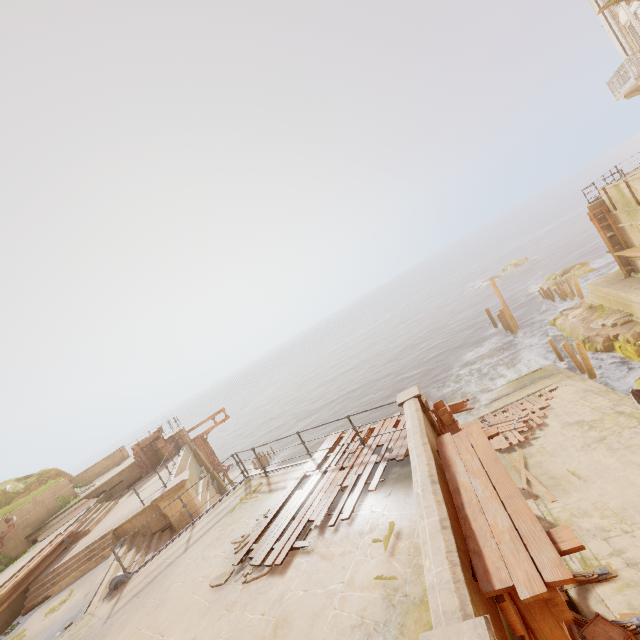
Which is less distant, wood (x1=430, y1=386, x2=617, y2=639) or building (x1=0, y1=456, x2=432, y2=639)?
wood (x1=430, y1=386, x2=617, y2=639)

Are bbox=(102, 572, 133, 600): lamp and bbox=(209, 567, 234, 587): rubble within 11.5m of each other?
yes

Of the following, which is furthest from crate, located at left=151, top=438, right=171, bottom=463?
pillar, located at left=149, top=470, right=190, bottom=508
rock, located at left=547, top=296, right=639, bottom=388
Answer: rock, located at left=547, top=296, right=639, bottom=388

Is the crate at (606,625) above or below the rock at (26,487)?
below

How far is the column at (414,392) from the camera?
6.8m

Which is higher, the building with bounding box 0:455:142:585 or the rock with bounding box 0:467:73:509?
the rock with bounding box 0:467:73:509

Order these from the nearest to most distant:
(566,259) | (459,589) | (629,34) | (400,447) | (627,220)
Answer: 1. (459,589)
2. (400,447)
3. (627,220)
4. (629,34)
5. (566,259)

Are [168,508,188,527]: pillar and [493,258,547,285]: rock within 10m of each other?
no
